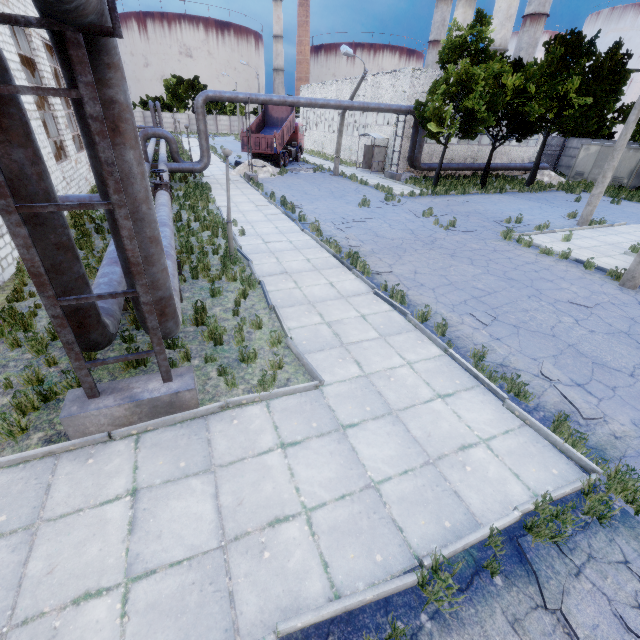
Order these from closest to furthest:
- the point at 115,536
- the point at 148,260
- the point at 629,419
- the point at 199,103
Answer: the point at 115,536
the point at 148,260
the point at 629,419
the point at 199,103

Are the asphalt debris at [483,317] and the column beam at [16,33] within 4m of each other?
no

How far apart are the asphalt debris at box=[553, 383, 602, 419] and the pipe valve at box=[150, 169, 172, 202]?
14.5m

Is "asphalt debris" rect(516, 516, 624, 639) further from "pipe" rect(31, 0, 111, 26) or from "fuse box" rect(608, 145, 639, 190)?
"fuse box" rect(608, 145, 639, 190)

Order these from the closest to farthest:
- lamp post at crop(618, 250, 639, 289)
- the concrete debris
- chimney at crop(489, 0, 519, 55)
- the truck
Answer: lamp post at crop(618, 250, 639, 289), the truck, the concrete debris, chimney at crop(489, 0, 519, 55)

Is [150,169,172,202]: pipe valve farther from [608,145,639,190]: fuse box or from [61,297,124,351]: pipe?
[608,145,639,190]: fuse box

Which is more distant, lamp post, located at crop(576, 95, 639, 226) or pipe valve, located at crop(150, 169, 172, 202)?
lamp post, located at crop(576, 95, 639, 226)

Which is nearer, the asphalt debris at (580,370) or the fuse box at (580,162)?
the asphalt debris at (580,370)
